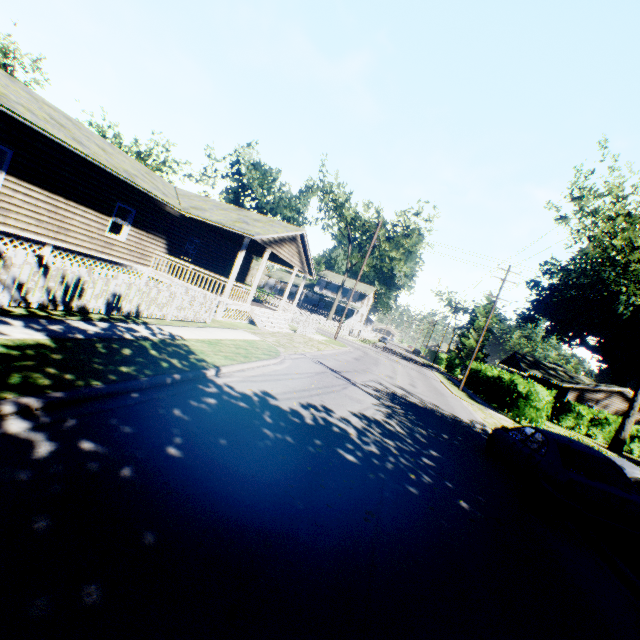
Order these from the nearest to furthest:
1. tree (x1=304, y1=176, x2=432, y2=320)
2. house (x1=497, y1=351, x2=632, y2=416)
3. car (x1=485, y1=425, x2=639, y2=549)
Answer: car (x1=485, y1=425, x2=639, y2=549), house (x1=497, y1=351, x2=632, y2=416), tree (x1=304, y1=176, x2=432, y2=320)

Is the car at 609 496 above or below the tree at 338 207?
below

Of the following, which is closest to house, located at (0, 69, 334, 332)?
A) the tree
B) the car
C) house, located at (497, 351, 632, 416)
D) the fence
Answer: the fence

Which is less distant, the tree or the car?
the car

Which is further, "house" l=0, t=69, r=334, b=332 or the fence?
"house" l=0, t=69, r=334, b=332

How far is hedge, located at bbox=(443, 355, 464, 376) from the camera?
51.9 meters

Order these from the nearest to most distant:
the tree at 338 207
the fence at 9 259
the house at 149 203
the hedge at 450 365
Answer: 1. the fence at 9 259
2. the house at 149 203
3. the tree at 338 207
4. the hedge at 450 365

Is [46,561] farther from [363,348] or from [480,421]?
[363,348]
